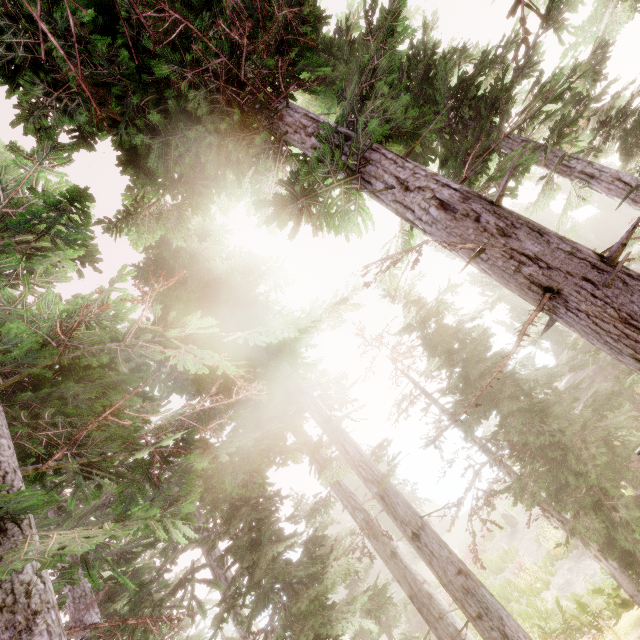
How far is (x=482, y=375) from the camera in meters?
10.6 m

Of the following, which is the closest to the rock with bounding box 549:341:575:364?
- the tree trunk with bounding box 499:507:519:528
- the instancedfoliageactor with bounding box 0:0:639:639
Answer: the instancedfoliageactor with bounding box 0:0:639:639

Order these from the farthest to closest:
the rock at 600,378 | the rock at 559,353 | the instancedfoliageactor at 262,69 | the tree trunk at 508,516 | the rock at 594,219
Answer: the rock at 594,219 < the rock at 559,353 < the rock at 600,378 < the tree trunk at 508,516 < the instancedfoliageactor at 262,69

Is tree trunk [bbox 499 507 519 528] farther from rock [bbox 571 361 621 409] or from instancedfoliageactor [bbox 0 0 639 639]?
rock [bbox 571 361 621 409]

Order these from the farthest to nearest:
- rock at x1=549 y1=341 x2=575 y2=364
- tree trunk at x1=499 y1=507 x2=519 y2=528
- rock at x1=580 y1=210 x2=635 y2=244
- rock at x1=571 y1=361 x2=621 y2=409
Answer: rock at x1=580 y1=210 x2=635 y2=244 → rock at x1=549 y1=341 x2=575 y2=364 → rock at x1=571 y1=361 x2=621 y2=409 → tree trunk at x1=499 y1=507 x2=519 y2=528

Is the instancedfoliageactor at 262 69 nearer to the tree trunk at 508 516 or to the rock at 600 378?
the rock at 600 378
